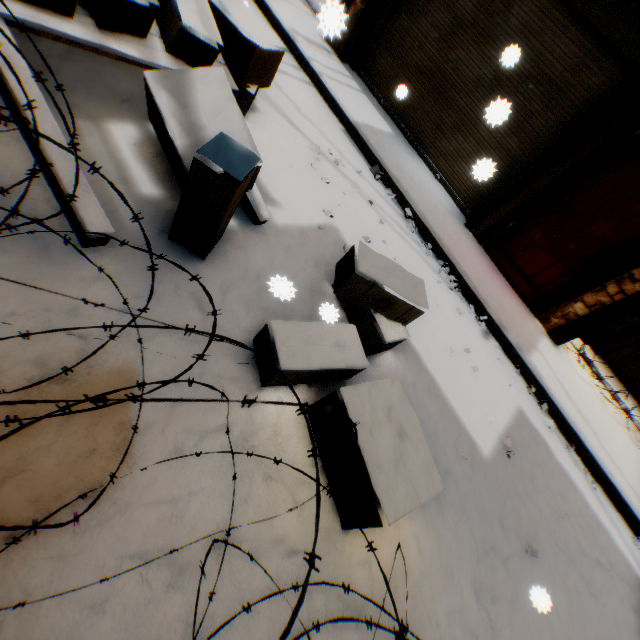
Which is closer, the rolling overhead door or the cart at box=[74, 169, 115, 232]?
the cart at box=[74, 169, 115, 232]

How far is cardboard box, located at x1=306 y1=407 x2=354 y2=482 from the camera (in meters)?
1.82

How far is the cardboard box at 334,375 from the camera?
2.0m

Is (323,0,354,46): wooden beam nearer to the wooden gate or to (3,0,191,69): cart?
the wooden gate

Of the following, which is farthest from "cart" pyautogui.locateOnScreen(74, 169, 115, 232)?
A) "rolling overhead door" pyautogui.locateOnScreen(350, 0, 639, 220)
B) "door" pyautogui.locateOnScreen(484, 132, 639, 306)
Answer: "door" pyautogui.locateOnScreen(484, 132, 639, 306)

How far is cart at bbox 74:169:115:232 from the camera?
1.65m

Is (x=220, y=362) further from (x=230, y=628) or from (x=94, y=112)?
(x=94, y=112)

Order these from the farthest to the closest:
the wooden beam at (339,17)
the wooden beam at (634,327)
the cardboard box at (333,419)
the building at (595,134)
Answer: the wooden beam at (634,327) → the building at (595,134) → the cardboard box at (333,419) → the wooden beam at (339,17)
